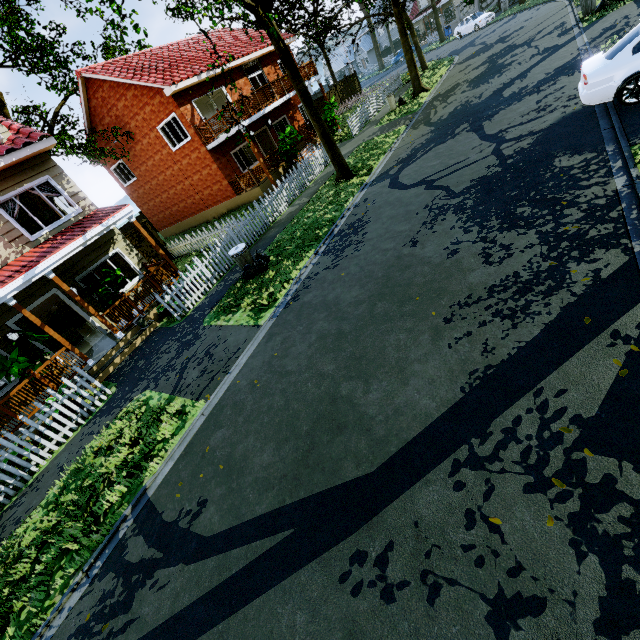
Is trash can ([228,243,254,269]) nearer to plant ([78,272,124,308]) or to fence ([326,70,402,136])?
Result: fence ([326,70,402,136])

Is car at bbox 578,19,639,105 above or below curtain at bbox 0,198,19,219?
below

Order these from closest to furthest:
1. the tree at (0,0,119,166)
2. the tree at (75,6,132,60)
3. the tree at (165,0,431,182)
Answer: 1. the tree at (75,6,132,60)
2. the tree at (165,0,431,182)
3. the tree at (0,0,119,166)

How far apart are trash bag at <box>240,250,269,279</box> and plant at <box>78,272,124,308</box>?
4.2 meters

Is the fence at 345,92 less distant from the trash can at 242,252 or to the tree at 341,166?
the tree at 341,166

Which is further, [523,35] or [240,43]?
[240,43]

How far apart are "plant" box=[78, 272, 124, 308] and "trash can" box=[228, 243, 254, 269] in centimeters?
375cm

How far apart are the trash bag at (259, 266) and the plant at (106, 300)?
4.2 meters
